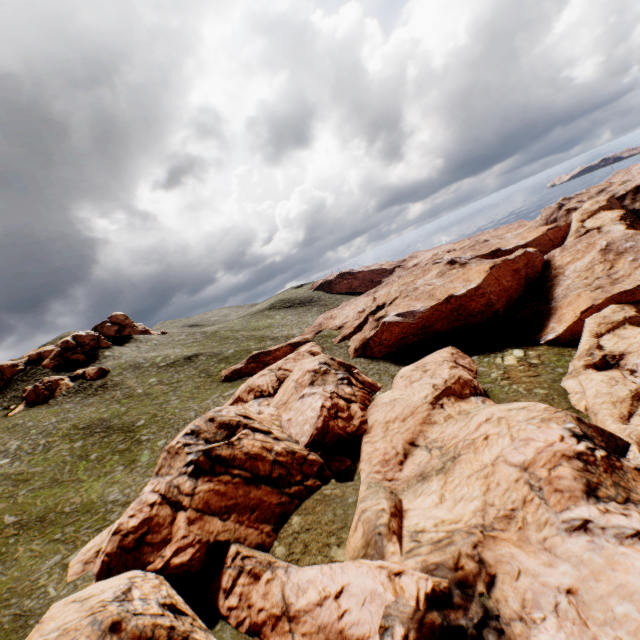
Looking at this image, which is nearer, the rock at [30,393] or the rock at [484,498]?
the rock at [484,498]

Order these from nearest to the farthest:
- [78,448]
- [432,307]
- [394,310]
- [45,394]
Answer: [78,448] < [432,307] < [394,310] < [45,394]

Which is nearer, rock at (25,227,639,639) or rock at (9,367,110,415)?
rock at (25,227,639,639)

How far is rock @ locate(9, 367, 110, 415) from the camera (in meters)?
53.62

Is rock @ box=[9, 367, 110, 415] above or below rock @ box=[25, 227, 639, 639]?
above

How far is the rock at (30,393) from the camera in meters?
53.6 m
